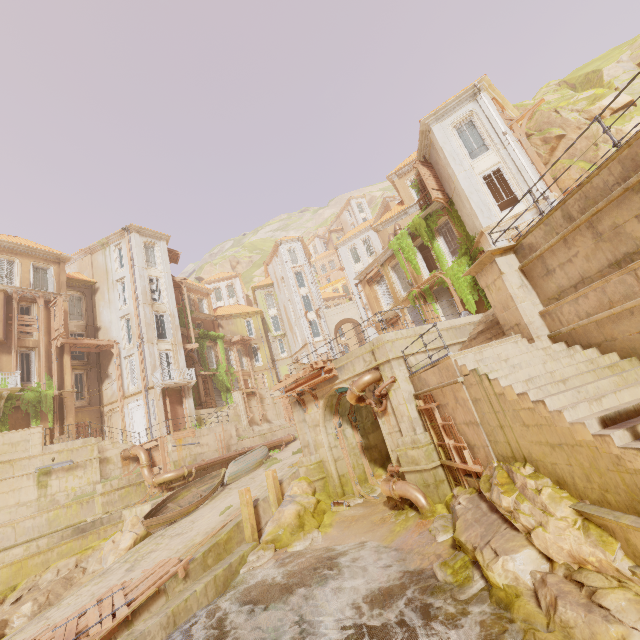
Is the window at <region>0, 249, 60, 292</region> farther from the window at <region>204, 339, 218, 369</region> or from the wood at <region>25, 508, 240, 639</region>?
the wood at <region>25, 508, 240, 639</region>

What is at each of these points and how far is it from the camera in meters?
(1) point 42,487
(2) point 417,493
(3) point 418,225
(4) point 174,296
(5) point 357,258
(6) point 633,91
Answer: (1) building, 17.3
(2) pipe, 10.8
(3) plant, 23.5
(4) column, 31.8
(5) window, 45.8
(6) rock, 19.2

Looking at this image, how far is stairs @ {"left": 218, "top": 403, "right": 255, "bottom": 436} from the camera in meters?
25.0 m

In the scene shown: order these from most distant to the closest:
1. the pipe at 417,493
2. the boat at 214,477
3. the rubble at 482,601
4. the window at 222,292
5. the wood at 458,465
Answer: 1. the window at 222,292
2. the boat at 214,477
3. the pipe at 417,493
4. the wood at 458,465
5. the rubble at 482,601

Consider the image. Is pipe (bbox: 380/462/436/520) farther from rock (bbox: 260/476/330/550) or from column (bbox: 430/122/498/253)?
column (bbox: 430/122/498/253)

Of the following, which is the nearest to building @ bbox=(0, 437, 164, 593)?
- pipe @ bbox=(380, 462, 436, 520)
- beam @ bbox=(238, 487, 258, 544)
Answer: pipe @ bbox=(380, 462, 436, 520)

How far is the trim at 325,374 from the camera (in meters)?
14.98

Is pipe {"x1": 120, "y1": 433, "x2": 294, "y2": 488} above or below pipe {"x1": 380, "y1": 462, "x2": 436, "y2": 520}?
above
